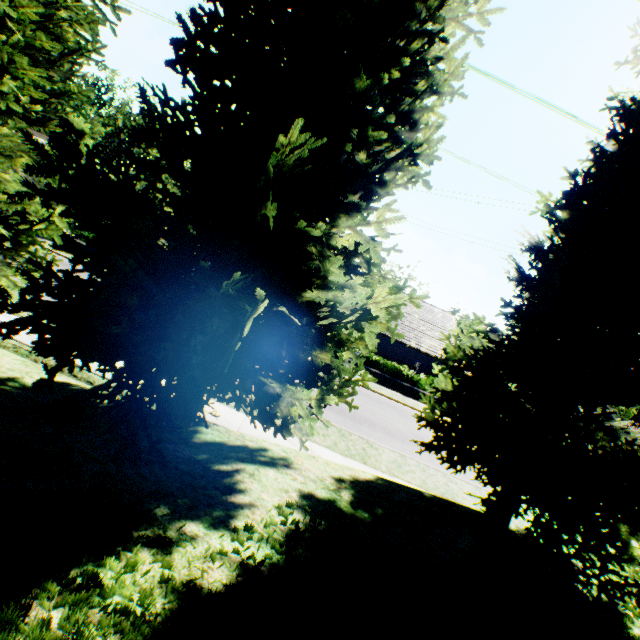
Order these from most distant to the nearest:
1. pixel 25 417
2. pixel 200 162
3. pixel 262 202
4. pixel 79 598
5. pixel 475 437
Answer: pixel 475 437
pixel 200 162
pixel 25 417
pixel 262 202
pixel 79 598

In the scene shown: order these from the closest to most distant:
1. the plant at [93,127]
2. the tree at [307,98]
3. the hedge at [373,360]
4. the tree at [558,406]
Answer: the tree at [307,98] < the tree at [558,406] < the hedge at [373,360] < the plant at [93,127]

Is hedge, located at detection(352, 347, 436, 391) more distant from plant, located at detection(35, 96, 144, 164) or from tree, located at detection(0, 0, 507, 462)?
plant, located at detection(35, 96, 144, 164)

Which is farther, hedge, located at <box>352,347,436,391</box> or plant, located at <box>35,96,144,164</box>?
plant, located at <box>35,96,144,164</box>

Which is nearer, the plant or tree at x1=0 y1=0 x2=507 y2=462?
tree at x1=0 y1=0 x2=507 y2=462

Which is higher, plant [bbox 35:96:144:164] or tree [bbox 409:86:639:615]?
plant [bbox 35:96:144:164]

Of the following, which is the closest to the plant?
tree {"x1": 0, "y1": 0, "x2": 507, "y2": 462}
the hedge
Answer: tree {"x1": 0, "y1": 0, "x2": 507, "y2": 462}

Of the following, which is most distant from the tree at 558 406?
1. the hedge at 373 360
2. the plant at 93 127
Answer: the hedge at 373 360
